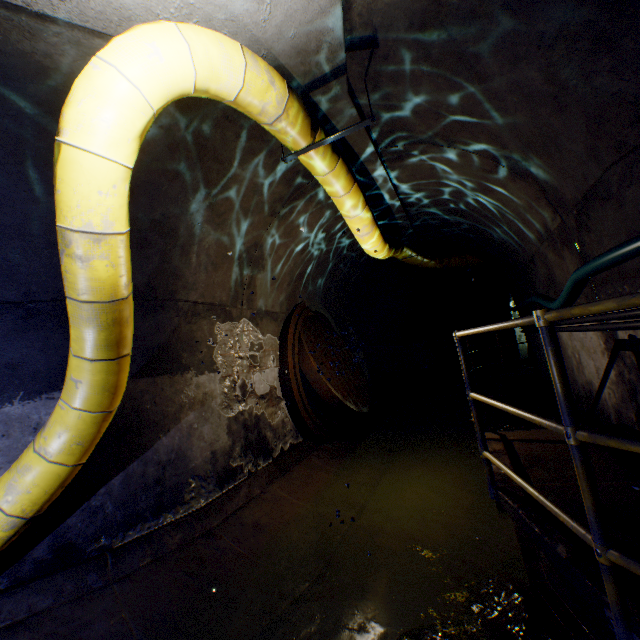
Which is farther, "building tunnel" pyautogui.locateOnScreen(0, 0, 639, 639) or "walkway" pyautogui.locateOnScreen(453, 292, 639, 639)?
"building tunnel" pyautogui.locateOnScreen(0, 0, 639, 639)

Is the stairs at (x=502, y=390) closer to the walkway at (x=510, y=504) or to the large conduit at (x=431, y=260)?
the large conduit at (x=431, y=260)

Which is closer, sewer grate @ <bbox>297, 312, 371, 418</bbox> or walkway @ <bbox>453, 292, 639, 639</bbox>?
walkway @ <bbox>453, 292, 639, 639</bbox>

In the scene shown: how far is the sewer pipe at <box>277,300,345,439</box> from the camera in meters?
5.9 m

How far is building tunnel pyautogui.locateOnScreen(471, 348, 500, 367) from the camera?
12.18m

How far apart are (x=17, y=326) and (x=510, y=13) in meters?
4.8 m

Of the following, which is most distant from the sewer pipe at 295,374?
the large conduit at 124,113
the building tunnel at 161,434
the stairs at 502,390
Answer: the stairs at 502,390

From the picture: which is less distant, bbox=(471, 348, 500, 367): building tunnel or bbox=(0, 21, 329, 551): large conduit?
bbox=(0, 21, 329, 551): large conduit
